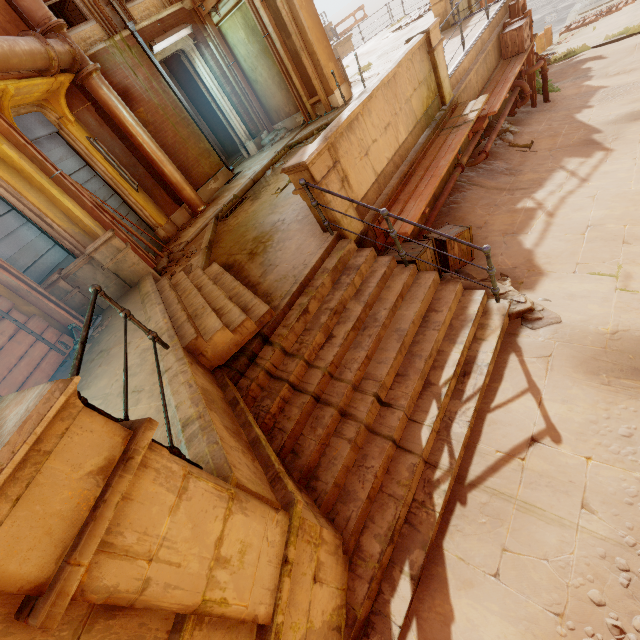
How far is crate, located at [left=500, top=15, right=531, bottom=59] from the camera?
8.72m

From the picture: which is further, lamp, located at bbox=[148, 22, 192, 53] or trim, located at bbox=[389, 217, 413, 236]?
lamp, located at bbox=[148, 22, 192, 53]

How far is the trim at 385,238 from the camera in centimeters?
564cm

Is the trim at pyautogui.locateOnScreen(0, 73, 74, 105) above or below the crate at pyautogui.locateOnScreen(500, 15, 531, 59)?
above

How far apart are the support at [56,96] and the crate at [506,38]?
11.3 meters

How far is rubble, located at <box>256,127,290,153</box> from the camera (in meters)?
11.84

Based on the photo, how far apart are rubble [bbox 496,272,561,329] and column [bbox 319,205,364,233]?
1.3m

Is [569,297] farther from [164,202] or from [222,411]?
[164,202]
